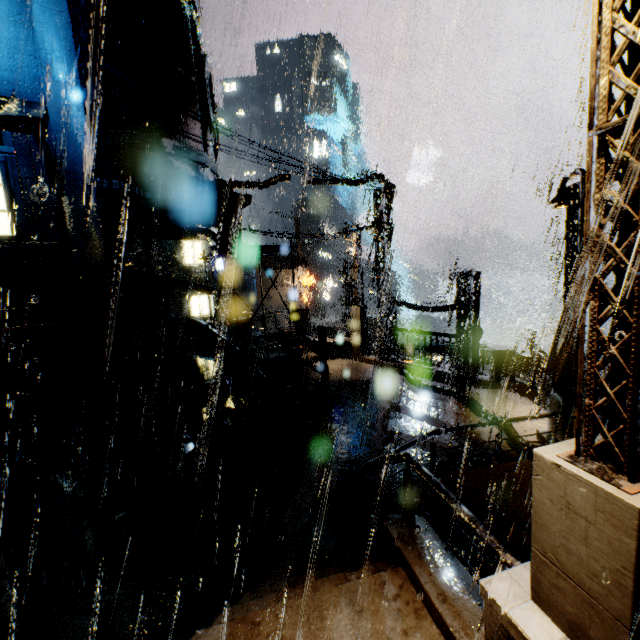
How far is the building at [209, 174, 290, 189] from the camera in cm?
1342

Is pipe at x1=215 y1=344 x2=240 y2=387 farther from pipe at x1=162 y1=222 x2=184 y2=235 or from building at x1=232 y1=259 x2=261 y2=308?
pipe at x1=162 y1=222 x2=184 y2=235

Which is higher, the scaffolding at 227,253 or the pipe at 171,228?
the pipe at 171,228

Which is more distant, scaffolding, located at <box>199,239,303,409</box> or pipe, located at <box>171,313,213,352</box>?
pipe, located at <box>171,313,213,352</box>

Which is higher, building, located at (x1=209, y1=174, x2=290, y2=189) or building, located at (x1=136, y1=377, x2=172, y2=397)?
building, located at (x1=209, y1=174, x2=290, y2=189)

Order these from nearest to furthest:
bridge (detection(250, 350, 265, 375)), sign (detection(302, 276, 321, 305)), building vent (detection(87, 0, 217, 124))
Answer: building vent (detection(87, 0, 217, 124))
bridge (detection(250, 350, 265, 375))
sign (detection(302, 276, 321, 305))

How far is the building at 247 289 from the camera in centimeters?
4469cm

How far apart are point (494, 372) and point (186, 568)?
12.8 meters
